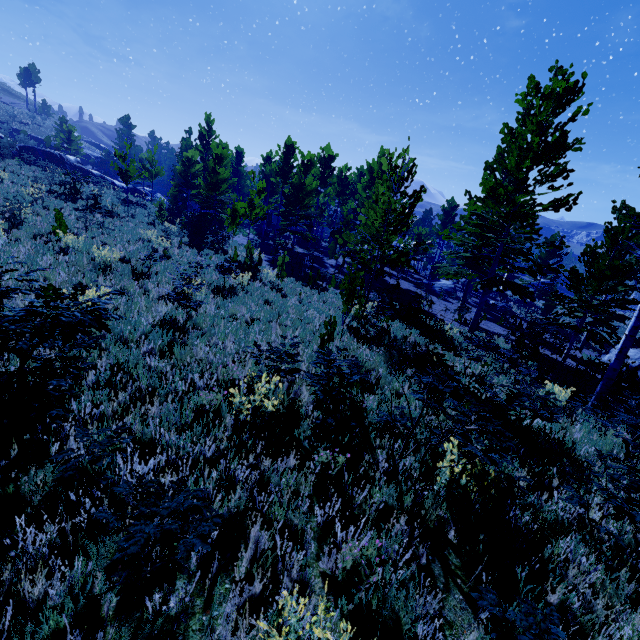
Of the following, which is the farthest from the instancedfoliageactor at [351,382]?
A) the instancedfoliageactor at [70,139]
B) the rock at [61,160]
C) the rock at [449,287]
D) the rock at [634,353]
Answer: the rock at [61,160]

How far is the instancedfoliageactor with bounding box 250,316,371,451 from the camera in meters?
4.6

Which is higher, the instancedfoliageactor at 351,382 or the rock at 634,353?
the instancedfoliageactor at 351,382

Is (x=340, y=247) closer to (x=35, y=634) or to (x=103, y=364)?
(x=103, y=364)

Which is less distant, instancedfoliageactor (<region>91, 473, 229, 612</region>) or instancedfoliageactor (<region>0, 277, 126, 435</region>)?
instancedfoliageactor (<region>91, 473, 229, 612</region>)

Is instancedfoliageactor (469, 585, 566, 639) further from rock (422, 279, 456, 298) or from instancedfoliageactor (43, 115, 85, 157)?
instancedfoliageactor (43, 115, 85, 157)
